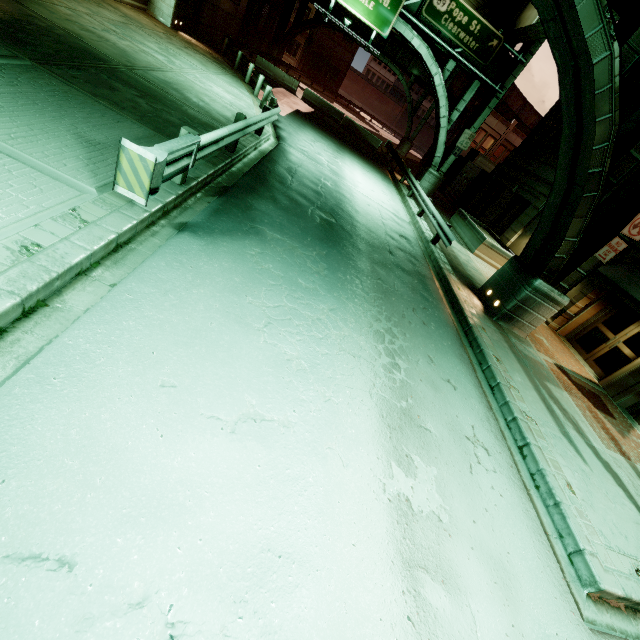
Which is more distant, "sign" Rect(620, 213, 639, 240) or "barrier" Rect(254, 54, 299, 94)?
"barrier" Rect(254, 54, 299, 94)

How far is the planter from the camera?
16.68m

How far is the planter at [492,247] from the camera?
16.7 meters

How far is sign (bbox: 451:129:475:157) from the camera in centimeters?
2117cm

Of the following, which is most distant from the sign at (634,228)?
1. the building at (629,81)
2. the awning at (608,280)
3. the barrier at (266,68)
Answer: the barrier at (266,68)

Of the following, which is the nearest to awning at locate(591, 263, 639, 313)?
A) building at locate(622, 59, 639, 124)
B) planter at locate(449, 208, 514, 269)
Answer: building at locate(622, 59, 639, 124)

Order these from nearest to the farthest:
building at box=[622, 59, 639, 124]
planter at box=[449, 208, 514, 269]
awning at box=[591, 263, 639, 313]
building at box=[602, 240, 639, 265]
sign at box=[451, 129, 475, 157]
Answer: awning at box=[591, 263, 639, 313] < building at box=[602, 240, 639, 265] < building at box=[622, 59, 639, 124] < planter at box=[449, 208, 514, 269] < sign at box=[451, 129, 475, 157]

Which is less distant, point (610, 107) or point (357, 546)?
point (357, 546)
